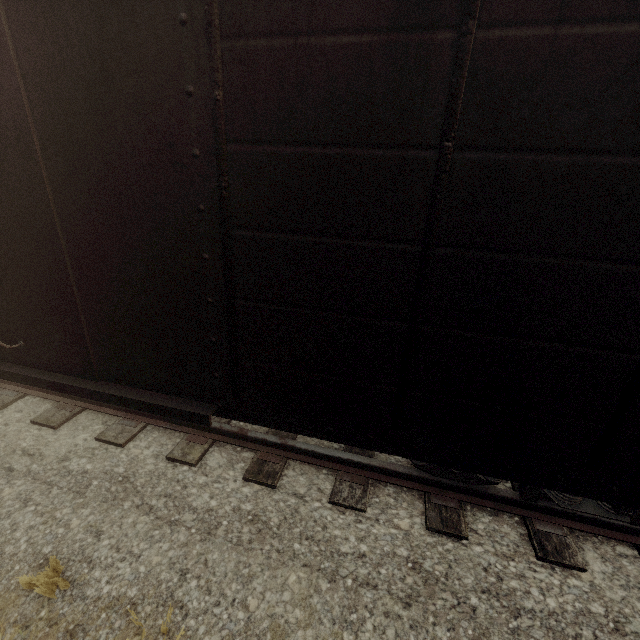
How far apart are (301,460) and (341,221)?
2.93m
